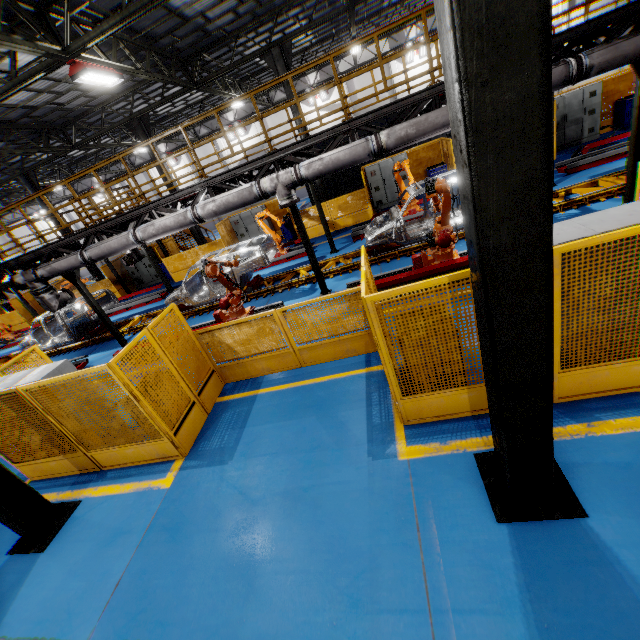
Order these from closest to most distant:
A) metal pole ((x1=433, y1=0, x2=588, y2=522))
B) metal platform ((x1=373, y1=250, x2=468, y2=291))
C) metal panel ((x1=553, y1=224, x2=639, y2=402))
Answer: metal pole ((x1=433, y1=0, x2=588, y2=522))
metal panel ((x1=553, y1=224, x2=639, y2=402))
metal platform ((x1=373, y1=250, x2=468, y2=291))

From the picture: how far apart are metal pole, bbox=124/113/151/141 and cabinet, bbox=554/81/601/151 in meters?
17.7 m

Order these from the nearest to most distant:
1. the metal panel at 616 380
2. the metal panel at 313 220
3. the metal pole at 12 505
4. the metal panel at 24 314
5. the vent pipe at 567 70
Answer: the metal panel at 616 380 → the metal pole at 12 505 → the vent pipe at 567 70 → the metal panel at 313 220 → the metal panel at 24 314

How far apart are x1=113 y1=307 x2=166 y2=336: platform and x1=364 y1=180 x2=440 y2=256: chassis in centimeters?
1cm

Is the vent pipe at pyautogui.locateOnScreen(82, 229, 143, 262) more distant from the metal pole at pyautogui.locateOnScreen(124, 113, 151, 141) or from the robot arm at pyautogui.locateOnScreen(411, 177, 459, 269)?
the metal pole at pyautogui.locateOnScreen(124, 113, 151, 141)

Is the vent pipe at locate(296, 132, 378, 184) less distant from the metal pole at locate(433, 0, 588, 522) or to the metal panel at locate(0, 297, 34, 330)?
the metal panel at locate(0, 297, 34, 330)

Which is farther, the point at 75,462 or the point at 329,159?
the point at 329,159

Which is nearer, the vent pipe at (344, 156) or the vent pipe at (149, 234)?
the vent pipe at (344, 156)
